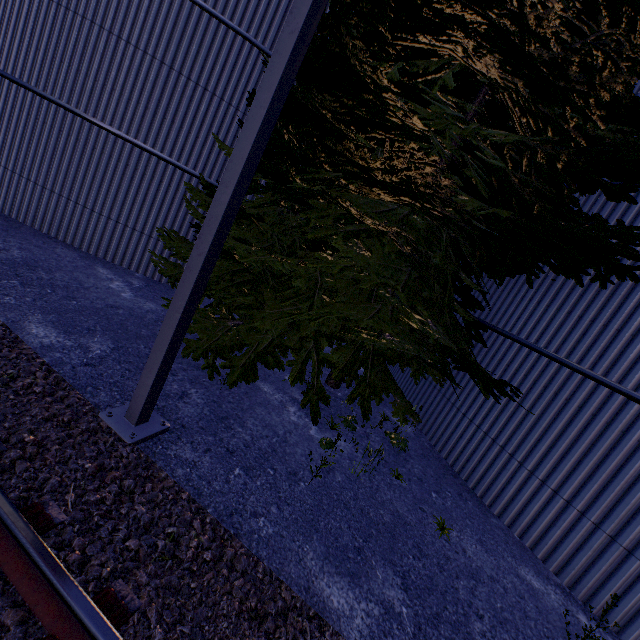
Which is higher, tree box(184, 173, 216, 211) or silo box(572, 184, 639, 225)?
silo box(572, 184, 639, 225)

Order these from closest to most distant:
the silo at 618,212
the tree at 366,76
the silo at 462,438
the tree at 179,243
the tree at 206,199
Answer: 1. the tree at 366,76
2. the silo at 462,438
3. the silo at 618,212
4. the tree at 206,199
5. the tree at 179,243

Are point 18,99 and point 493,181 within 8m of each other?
no

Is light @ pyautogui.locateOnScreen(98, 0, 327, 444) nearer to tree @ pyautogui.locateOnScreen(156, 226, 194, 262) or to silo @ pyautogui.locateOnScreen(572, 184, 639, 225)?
tree @ pyautogui.locateOnScreen(156, 226, 194, 262)

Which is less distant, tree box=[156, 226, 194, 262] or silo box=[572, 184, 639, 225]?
silo box=[572, 184, 639, 225]

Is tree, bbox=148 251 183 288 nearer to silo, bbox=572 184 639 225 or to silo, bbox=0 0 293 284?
silo, bbox=572 184 639 225

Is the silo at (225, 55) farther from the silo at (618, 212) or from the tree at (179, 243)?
the silo at (618, 212)
